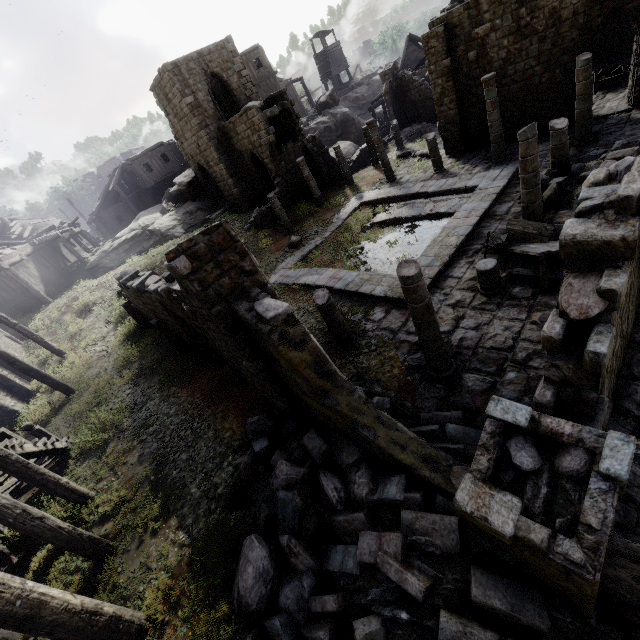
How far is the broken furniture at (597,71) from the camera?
16.8 meters

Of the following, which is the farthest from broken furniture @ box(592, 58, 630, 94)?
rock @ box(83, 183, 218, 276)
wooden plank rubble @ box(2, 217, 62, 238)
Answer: wooden plank rubble @ box(2, 217, 62, 238)

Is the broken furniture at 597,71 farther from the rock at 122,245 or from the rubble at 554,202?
the rock at 122,245

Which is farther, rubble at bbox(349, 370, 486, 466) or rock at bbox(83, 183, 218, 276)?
rock at bbox(83, 183, 218, 276)

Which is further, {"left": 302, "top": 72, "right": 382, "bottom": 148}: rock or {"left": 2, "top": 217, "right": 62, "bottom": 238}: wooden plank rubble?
{"left": 302, "top": 72, "right": 382, "bottom": 148}: rock

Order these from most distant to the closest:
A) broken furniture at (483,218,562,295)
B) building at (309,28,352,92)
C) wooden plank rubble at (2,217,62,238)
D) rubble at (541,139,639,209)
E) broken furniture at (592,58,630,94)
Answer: building at (309,28,352,92)
wooden plank rubble at (2,217,62,238)
broken furniture at (592,58,630,94)
rubble at (541,139,639,209)
broken furniture at (483,218,562,295)

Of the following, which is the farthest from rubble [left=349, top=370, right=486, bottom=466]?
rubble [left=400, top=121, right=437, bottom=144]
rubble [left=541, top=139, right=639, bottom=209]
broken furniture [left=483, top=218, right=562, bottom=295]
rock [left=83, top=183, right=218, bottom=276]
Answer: rubble [left=400, top=121, right=437, bottom=144]

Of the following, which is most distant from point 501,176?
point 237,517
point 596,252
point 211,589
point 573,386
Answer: point 211,589
